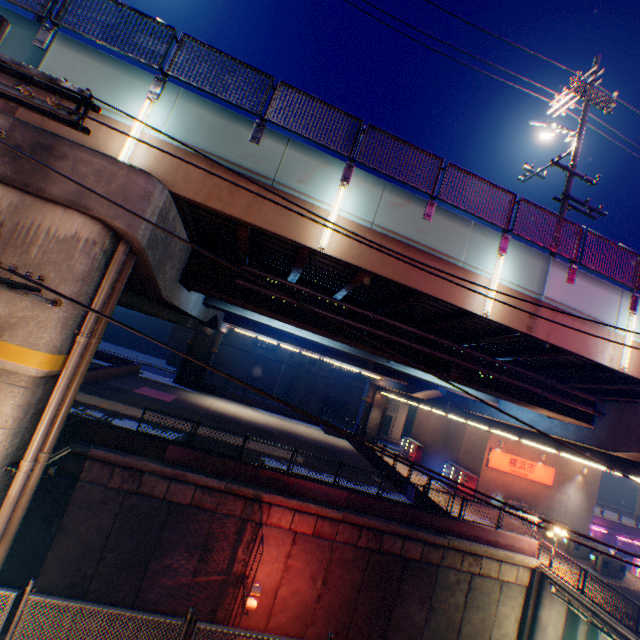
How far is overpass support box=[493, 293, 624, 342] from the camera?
9.3 meters

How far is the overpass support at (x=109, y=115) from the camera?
7.40m

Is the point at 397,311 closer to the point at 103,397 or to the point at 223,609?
the point at 223,609

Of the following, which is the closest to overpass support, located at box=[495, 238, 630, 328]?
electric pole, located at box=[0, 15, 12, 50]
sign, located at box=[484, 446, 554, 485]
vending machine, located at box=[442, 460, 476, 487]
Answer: electric pole, located at box=[0, 15, 12, 50]

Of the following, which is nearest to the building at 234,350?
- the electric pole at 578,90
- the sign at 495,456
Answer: the sign at 495,456

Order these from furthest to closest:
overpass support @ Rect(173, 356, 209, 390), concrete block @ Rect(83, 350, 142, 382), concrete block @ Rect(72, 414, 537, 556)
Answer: overpass support @ Rect(173, 356, 209, 390) < concrete block @ Rect(83, 350, 142, 382) < concrete block @ Rect(72, 414, 537, 556)

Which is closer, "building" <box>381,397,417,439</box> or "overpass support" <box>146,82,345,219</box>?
"overpass support" <box>146,82,345,219</box>
